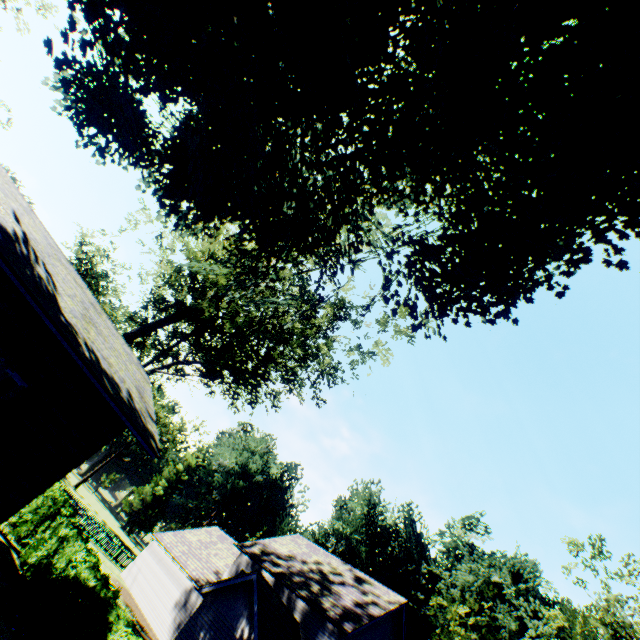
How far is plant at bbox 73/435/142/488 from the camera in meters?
52.7 m

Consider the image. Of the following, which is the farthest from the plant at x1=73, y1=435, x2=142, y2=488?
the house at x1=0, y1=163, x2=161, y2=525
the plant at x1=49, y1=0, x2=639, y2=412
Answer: the plant at x1=49, y1=0, x2=639, y2=412

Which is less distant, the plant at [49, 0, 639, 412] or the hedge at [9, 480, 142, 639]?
the plant at [49, 0, 639, 412]

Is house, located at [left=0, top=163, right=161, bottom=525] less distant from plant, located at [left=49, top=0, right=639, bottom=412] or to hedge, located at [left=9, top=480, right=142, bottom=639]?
plant, located at [left=49, top=0, right=639, bottom=412]

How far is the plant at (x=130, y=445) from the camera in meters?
52.7

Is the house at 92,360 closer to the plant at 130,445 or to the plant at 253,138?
the plant at 253,138

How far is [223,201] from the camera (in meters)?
10.91

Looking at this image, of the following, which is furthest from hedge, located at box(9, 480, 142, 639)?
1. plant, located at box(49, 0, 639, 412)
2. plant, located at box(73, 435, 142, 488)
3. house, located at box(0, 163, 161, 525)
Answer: plant, located at box(73, 435, 142, 488)
